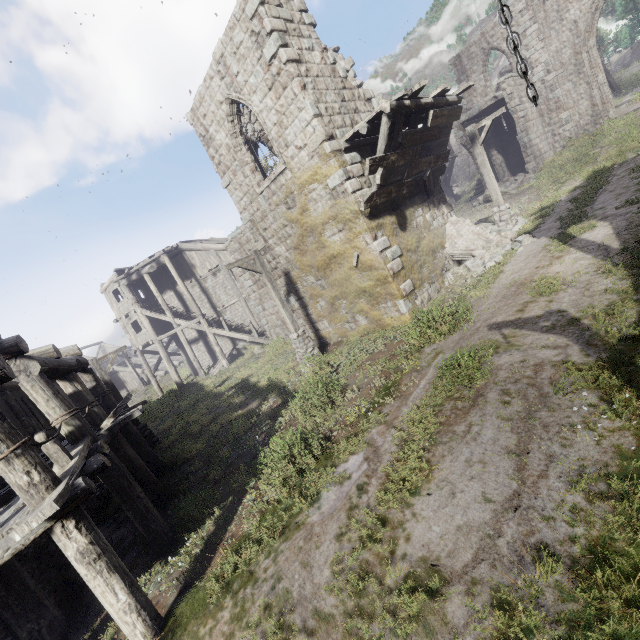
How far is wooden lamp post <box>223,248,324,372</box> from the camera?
11.8m

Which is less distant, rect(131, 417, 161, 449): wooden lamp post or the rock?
rect(131, 417, 161, 449): wooden lamp post

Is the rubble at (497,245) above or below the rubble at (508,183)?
below

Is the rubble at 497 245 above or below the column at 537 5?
below

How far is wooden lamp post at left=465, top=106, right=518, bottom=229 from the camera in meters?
12.8 m

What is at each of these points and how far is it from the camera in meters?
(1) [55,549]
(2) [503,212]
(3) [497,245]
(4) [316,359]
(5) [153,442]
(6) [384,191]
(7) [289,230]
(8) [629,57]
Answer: (1) building, 7.4 m
(2) wooden lamp post, 13.8 m
(3) rubble, 12.4 m
(4) wooden lamp post, 11.4 m
(5) wooden lamp post, 14.5 m
(6) wooden plank rubble, 10.4 m
(7) building, 12.8 m
(8) rock, 59.1 m

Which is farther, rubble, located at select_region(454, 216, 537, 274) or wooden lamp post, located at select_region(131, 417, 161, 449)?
wooden lamp post, located at select_region(131, 417, 161, 449)

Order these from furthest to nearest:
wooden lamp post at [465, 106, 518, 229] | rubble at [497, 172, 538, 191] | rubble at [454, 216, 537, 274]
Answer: rubble at [497, 172, 538, 191] < wooden lamp post at [465, 106, 518, 229] < rubble at [454, 216, 537, 274]
